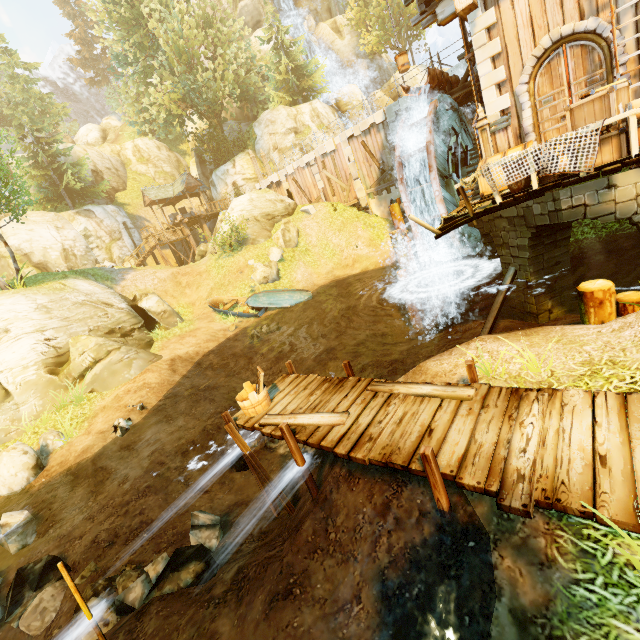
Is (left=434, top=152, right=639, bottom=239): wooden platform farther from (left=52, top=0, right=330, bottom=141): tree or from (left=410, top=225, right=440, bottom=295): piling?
(left=52, top=0, right=330, bottom=141): tree

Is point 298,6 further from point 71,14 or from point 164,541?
point 164,541

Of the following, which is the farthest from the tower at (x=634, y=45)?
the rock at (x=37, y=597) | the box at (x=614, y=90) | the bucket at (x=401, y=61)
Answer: Answer: the rock at (x=37, y=597)

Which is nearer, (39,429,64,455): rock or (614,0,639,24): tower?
(614,0,639,24): tower

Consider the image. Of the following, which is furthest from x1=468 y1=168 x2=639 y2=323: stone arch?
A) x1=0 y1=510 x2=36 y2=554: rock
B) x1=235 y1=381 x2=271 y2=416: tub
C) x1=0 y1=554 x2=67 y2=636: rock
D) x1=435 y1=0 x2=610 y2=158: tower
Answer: x1=0 y1=510 x2=36 y2=554: rock

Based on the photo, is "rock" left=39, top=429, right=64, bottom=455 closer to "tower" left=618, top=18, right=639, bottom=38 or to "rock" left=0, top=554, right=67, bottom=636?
"rock" left=0, top=554, right=67, bottom=636

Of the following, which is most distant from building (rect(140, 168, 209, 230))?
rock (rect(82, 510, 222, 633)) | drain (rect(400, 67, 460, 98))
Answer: rock (rect(82, 510, 222, 633))

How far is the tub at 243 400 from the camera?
6.5m
